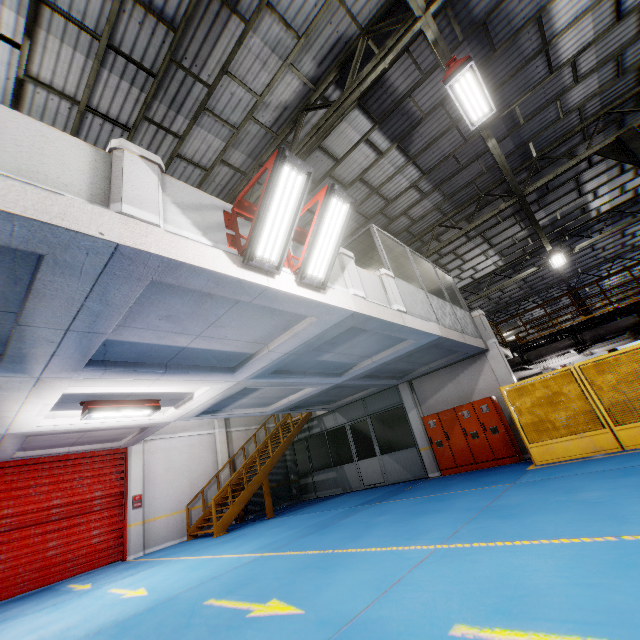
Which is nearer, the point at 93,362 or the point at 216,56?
the point at 93,362

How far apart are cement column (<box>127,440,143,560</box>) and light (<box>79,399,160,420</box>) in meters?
5.5

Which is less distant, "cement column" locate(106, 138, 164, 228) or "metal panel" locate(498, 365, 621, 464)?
"cement column" locate(106, 138, 164, 228)

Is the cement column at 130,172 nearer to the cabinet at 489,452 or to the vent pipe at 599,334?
the cabinet at 489,452

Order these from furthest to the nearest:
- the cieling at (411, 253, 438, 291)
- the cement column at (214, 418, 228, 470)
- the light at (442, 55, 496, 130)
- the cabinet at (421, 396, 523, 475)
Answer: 1. the cement column at (214, 418, 228, 470)
2. the cieling at (411, 253, 438, 291)
3. the cabinet at (421, 396, 523, 475)
4. the light at (442, 55, 496, 130)

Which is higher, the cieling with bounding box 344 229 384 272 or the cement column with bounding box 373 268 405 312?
the cieling with bounding box 344 229 384 272

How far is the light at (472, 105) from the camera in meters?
6.4 m

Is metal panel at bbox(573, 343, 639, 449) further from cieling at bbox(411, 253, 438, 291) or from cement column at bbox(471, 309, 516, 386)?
cieling at bbox(411, 253, 438, 291)
